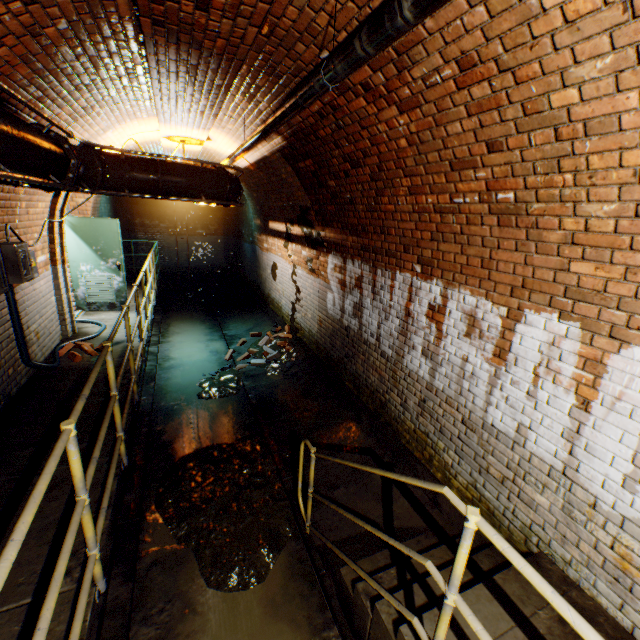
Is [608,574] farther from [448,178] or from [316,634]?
[448,178]

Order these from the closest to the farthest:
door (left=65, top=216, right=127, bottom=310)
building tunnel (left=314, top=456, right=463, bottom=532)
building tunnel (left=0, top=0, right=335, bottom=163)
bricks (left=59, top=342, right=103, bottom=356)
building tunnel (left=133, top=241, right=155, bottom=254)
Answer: building tunnel (left=0, top=0, right=335, bottom=163) < building tunnel (left=314, top=456, right=463, bottom=532) < bricks (left=59, top=342, right=103, bottom=356) < door (left=65, top=216, right=127, bottom=310) < building tunnel (left=133, top=241, right=155, bottom=254)

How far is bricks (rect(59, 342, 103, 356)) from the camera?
5.3m

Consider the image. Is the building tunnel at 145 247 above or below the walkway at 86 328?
above

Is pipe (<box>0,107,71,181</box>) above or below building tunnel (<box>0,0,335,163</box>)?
below

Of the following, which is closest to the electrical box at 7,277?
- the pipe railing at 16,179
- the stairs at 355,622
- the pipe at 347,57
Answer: the pipe railing at 16,179

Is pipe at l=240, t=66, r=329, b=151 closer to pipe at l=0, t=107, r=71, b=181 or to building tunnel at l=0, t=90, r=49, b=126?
building tunnel at l=0, t=90, r=49, b=126

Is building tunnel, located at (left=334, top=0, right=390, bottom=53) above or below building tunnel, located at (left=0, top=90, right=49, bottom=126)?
above
